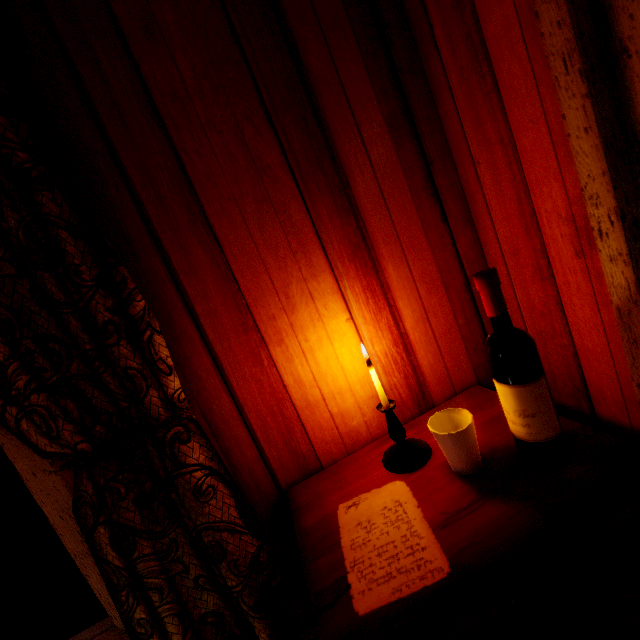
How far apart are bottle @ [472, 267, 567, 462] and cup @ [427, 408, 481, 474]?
0.12m

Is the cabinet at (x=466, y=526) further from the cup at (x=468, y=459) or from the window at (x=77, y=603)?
the window at (x=77, y=603)

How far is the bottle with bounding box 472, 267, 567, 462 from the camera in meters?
0.7 m

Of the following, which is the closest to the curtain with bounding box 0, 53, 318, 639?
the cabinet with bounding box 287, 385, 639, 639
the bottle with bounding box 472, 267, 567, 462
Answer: the cabinet with bounding box 287, 385, 639, 639

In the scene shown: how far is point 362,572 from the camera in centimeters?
68cm

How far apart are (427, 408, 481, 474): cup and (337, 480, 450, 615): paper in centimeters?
18cm

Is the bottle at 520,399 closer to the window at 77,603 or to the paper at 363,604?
the paper at 363,604

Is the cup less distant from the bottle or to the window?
the bottle
